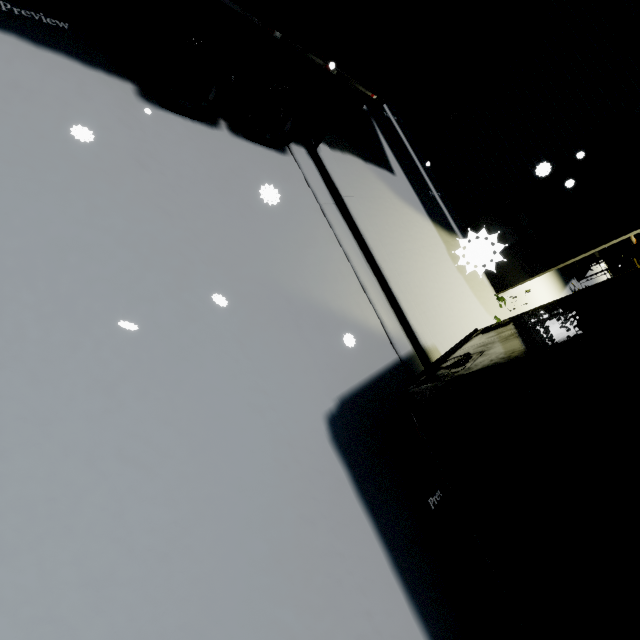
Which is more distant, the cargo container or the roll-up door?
the roll-up door

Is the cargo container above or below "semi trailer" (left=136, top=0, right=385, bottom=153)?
above

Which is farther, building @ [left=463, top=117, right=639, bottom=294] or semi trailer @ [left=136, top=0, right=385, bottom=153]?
building @ [left=463, top=117, right=639, bottom=294]

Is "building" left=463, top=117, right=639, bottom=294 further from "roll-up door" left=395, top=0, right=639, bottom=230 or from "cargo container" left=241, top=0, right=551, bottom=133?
"cargo container" left=241, top=0, right=551, bottom=133

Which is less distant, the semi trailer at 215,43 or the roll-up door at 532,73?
the semi trailer at 215,43

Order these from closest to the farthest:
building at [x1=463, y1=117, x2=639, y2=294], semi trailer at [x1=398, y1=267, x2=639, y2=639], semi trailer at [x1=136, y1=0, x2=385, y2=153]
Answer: semi trailer at [x1=398, y1=267, x2=639, y2=639]
semi trailer at [x1=136, y1=0, x2=385, y2=153]
building at [x1=463, y1=117, x2=639, y2=294]

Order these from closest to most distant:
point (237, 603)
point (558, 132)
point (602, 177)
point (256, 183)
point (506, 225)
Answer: point (237, 603)
point (256, 183)
point (602, 177)
point (558, 132)
point (506, 225)

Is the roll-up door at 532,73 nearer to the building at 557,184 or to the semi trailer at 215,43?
the building at 557,184
